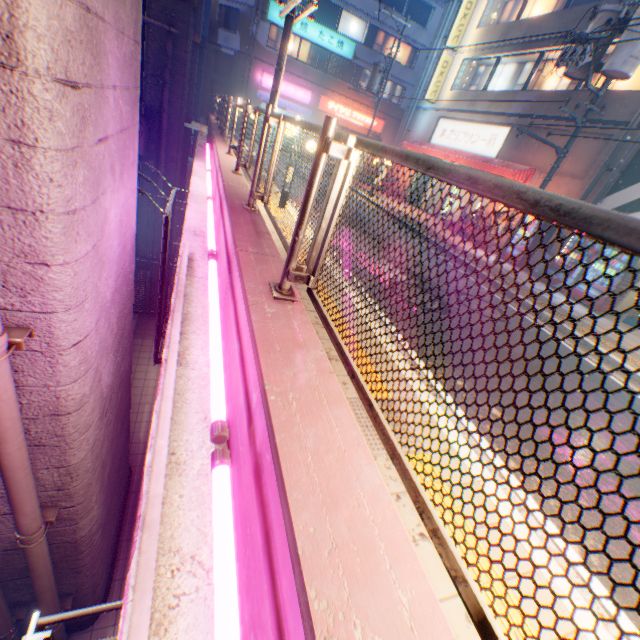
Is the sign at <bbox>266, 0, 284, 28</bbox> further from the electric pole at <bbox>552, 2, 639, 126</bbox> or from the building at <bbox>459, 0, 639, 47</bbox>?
the electric pole at <bbox>552, 2, 639, 126</bbox>

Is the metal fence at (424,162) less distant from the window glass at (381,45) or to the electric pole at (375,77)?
the electric pole at (375,77)

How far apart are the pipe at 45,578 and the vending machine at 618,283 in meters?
14.3 m

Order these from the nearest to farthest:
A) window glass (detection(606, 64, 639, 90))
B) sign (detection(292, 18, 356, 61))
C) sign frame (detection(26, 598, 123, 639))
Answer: sign frame (detection(26, 598, 123, 639)) → window glass (detection(606, 64, 639, 90)) → sign (detection(292, 18, 356, 61))

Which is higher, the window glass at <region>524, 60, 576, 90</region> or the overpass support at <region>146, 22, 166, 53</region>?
the window glass at <region>524, 60, 576, 90</region>

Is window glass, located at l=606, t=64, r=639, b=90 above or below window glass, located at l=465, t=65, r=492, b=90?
below

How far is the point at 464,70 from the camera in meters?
19.3

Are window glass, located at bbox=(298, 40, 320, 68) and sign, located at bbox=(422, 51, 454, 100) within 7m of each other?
no
